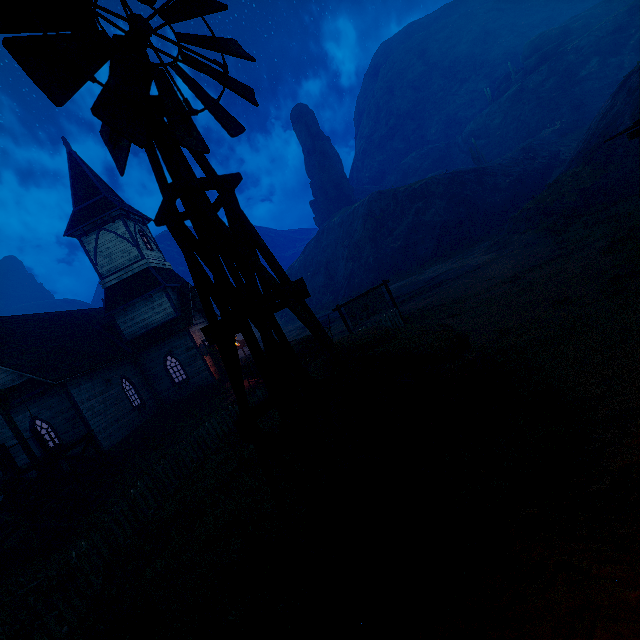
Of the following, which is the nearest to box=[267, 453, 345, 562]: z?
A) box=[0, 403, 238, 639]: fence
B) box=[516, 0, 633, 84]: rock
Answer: box=[0, 403, 238, 639]: fence

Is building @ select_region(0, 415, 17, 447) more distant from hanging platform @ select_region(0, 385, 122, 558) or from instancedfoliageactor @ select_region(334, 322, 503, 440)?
instancedfoliageactor @ select_region(334, 322, 503, 440)

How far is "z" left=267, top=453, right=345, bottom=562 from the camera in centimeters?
475cm

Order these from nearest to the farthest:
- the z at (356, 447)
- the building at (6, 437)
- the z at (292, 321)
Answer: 1. the z at (356, 447)
2. the building at (6, 437)
3. the z at (292, 321)

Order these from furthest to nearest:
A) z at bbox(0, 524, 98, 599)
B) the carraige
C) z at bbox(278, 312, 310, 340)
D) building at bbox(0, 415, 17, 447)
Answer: z at bbox(278, 312, 310, 340) < the carraige < building at bbox(0, 415, 17, 447) < z at bbox(0, 524, 98, 599)

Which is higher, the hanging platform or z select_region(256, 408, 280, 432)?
the hanging platform

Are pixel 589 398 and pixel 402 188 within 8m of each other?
no

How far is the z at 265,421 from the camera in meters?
10.7 m
